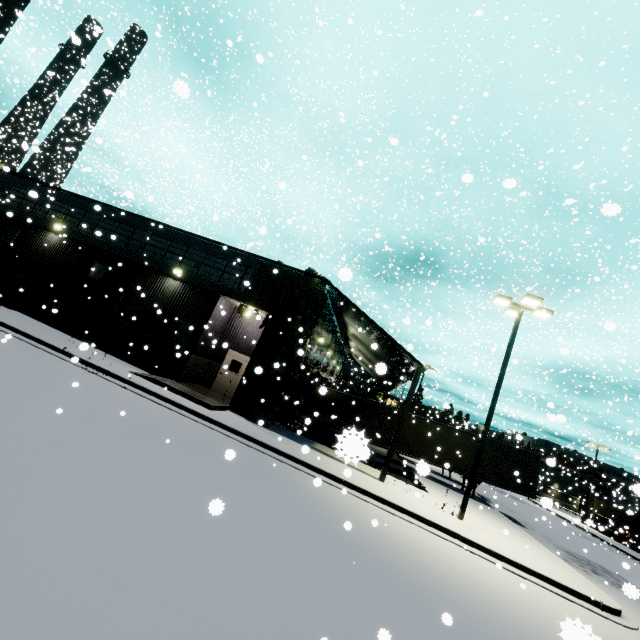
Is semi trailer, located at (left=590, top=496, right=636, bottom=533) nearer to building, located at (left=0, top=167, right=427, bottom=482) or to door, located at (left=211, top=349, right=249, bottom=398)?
building, located at (left=0, top=167, right=427, bottom=482)

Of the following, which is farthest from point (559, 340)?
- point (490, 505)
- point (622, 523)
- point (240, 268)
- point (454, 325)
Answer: point (622, 523)

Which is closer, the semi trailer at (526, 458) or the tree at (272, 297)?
the tree at (272, 297)

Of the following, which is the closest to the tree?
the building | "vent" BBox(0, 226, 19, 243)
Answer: the building

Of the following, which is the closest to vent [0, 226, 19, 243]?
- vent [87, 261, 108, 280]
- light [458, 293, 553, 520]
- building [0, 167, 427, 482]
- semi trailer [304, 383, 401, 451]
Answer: building [0, 167, 427, 482]

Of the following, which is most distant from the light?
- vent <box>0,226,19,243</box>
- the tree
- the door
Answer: vent <box>0,226,19,243</box>

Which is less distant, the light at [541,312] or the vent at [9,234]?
the light at [541,312]

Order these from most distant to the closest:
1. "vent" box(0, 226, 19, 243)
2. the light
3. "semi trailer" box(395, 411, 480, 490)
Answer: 1. "semi trailer" box(395, 411, 480, 490)
2. "vent" box(0, 226, 19, 243)
3. the light
